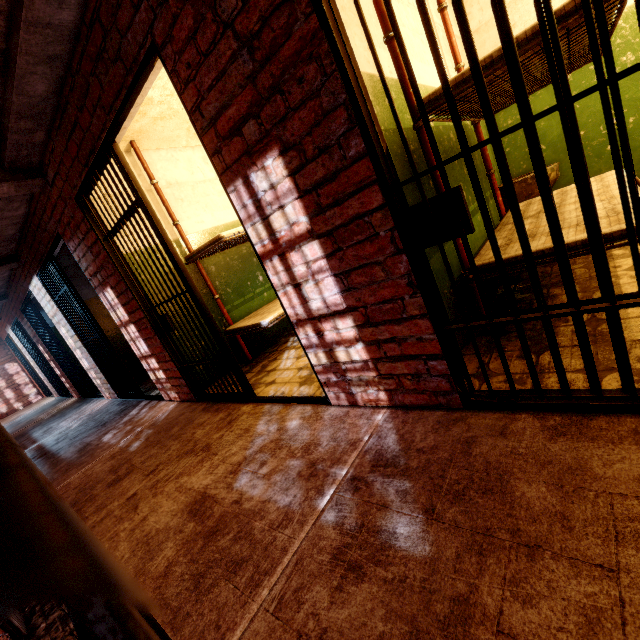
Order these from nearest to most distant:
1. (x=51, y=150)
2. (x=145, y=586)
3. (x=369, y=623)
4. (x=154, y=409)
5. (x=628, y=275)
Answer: (x=369, y=623)
(x=145, y=586)
(x=628, y=275)
(x=51, y=150)
(x=154, y=409)

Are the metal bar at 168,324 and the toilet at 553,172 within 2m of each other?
no

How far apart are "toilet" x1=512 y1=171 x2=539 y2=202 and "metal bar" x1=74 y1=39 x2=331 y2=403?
3.0m

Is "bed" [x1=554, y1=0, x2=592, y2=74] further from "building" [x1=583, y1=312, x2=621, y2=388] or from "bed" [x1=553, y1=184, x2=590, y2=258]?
"bed" [x1=553, y1=184, x2=590, y2=258]

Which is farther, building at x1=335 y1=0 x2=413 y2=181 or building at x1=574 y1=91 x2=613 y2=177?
building at x1=574 y1=91 x2=613 y2=177

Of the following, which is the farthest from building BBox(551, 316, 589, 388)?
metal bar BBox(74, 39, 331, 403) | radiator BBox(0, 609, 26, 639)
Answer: radiator BBox(0, 609, 26, 639)

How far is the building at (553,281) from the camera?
2.3 meters

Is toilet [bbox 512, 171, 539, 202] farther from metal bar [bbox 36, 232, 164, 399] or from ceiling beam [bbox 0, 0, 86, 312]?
metal bar [bbox 36, 232, 164, 399]
